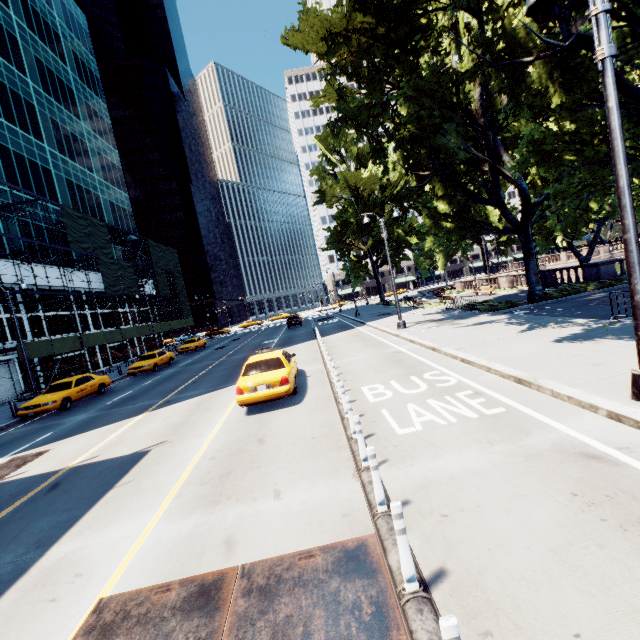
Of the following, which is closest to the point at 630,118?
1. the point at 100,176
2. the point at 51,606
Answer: the point at 51,606

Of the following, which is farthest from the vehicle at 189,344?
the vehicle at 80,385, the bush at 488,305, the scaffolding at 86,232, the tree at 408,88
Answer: the bush at 488,305

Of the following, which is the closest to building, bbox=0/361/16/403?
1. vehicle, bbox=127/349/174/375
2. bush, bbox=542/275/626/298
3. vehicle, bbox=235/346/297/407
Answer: vehicle, bbox=127/349/174/375

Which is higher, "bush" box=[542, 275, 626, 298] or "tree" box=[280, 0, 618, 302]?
"tree" box=[280, 0, 618, 302]

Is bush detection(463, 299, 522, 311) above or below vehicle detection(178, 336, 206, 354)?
below

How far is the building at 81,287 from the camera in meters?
32.8 m

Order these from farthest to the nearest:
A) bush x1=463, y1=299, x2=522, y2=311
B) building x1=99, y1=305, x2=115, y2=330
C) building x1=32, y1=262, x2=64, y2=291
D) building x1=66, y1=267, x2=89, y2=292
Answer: Result: building x1=99, y1=305, x2=115, y2=330 < building x1=66, y1=267, x2=89, y2=292 < building x1=32, y1=262, x2=64, y2=291 < bush x1=463, y1=299, x2=522, y2=311

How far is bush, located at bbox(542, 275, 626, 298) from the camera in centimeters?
1995cm
